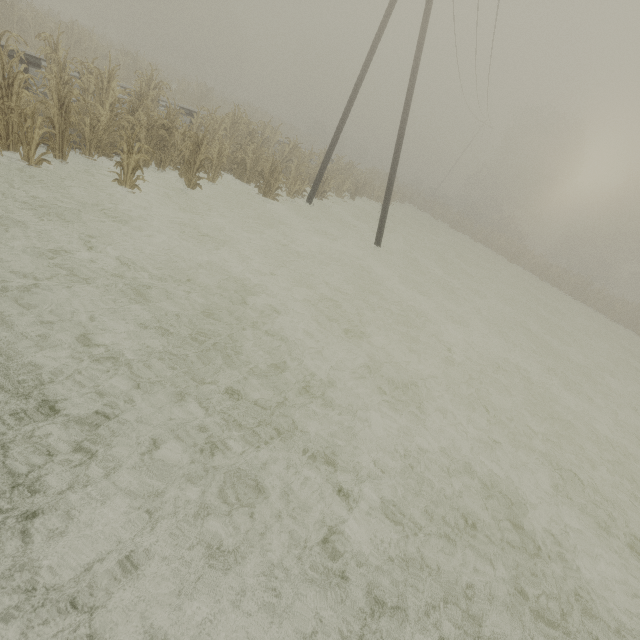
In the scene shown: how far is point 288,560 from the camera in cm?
296

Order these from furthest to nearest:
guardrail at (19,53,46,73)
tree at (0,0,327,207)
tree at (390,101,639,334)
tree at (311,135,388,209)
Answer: tree at (390,101,639,334) < tree at (311,135,388,209) < guardrail at (19,53,46,73) < tree at (0,0,327,207)

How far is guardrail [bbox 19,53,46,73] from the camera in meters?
8.8

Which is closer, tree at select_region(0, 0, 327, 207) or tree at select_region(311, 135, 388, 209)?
tree at select_region(0, 0, 327, 207)

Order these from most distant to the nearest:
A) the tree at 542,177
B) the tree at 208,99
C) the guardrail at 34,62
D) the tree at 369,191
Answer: the tree at 542,177 < the tree at 369,191 < the guardrail at 34,62 < the tree at 208,99

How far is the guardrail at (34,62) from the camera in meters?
8.8

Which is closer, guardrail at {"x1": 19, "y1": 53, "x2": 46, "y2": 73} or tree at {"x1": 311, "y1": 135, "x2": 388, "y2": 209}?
guardrail at {"x1": 19, "y1": 53, "x2": 46, "y2": 73}
